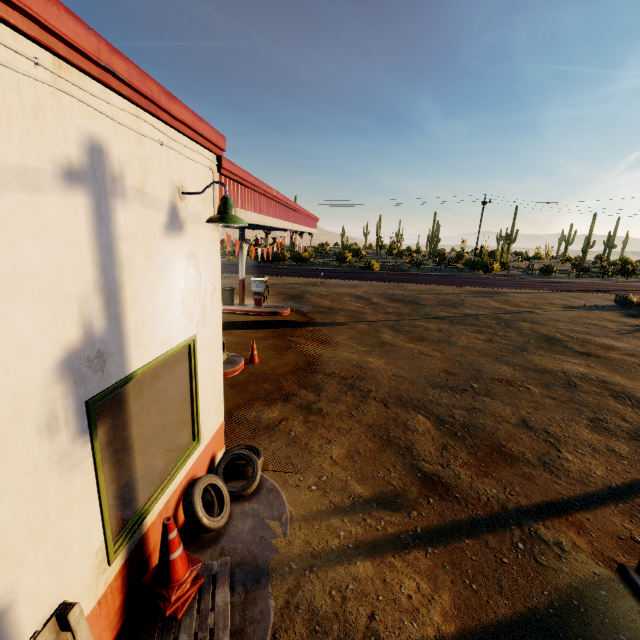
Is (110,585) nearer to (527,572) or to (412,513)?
(412,513)

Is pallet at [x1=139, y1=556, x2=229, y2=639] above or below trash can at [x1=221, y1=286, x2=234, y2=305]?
below

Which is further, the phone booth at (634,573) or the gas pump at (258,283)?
the gas pump at (258,283)

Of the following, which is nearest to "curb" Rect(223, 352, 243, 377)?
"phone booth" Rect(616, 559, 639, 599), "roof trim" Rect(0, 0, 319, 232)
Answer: "roof trim" Rect(0, 0, 319, 232)

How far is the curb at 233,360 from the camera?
8.7 meters

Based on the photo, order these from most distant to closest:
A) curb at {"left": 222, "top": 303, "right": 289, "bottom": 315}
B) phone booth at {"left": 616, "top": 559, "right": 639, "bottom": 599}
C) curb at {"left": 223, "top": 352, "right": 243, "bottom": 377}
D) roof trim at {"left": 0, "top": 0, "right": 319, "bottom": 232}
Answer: curb at {"left": 222, "top": 303, "right": 289, "bottom": 315}, curb at {"left": 223, "top": 352, "right": 243, "bottom": 377}, phone booth at {"left": 616, "top": 559, "right": 639, "bottom": 599}, roof trim at {"left": 0, "top": 0, "right": 319, "bottom": 232}

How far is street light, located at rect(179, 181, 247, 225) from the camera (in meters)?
3.35

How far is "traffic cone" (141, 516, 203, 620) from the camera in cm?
308
